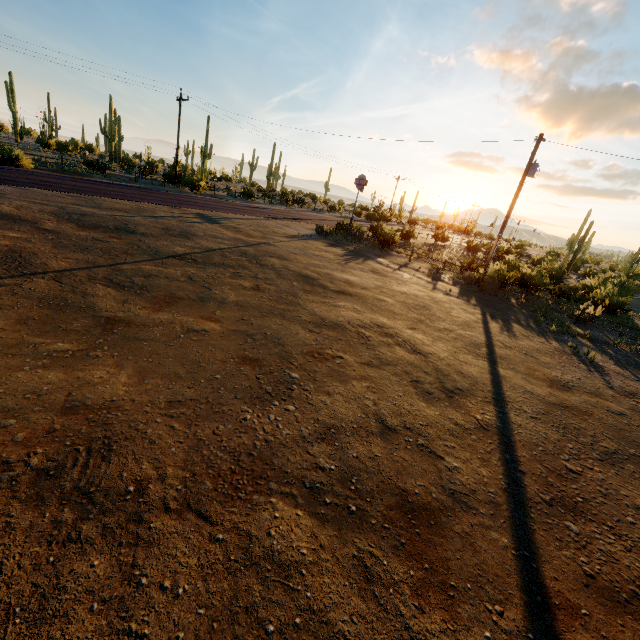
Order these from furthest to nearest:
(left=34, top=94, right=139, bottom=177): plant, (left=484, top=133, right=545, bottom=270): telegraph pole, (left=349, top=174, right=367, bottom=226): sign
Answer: (left=34, top=94, right=139, bottom=177): plant
(left=349, top=174, right=367, bottom=226): sign
(left=484, top=133, right=545, bottom=270): telegraph pole

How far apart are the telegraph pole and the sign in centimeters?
1075cm

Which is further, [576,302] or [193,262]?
[576,302]

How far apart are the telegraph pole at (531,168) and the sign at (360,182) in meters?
10.8

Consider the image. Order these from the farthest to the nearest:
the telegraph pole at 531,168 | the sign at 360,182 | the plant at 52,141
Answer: the plant at 52,141
the sign at 360,182
the telegraph pole at 531,168

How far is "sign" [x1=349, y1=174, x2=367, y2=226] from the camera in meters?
25.3 m

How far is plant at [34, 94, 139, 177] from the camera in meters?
28.5

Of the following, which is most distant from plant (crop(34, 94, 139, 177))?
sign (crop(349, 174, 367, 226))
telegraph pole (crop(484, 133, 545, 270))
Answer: telegraph pole (crop(484, 133, 545, 270))
